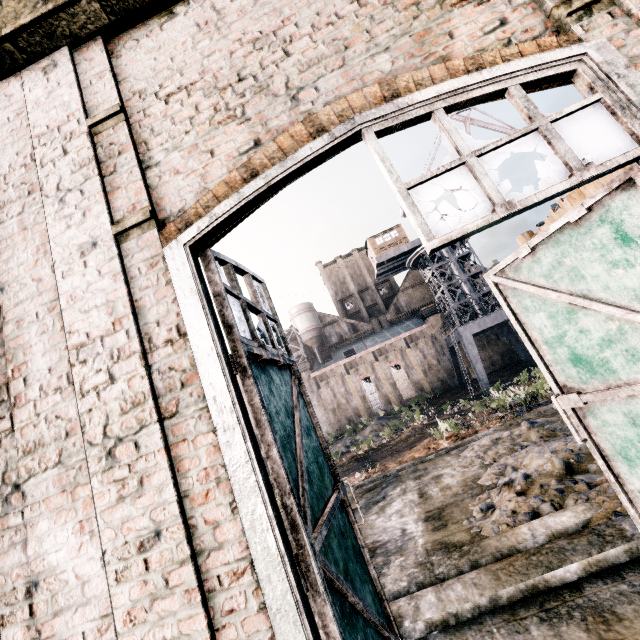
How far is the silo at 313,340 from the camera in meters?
56.6

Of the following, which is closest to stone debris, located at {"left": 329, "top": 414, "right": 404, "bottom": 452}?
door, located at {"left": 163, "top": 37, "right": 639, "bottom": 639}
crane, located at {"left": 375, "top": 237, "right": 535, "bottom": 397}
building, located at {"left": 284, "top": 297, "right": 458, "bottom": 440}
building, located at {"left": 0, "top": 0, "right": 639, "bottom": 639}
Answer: building, located at {"left": 284, "top": 297, "right": 458, "bottom": 440}

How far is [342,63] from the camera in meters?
3.4

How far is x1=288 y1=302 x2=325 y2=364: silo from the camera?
56.6 meters

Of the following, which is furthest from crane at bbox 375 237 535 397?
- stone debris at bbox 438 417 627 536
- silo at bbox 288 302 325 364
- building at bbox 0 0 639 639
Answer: building at bbox 0 0 639 639

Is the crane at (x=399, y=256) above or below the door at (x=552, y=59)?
above

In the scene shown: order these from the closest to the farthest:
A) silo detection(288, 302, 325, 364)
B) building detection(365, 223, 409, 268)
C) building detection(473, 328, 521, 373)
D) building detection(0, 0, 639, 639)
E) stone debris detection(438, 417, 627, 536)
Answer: building detection(0, 0, 639, 639) < stone debris detection(438, 417, 627, 536) < building detection(365, 223, 409, 268) < building detection(473, 328, 521, 373) < silo detection(288, 302, 325, 364)

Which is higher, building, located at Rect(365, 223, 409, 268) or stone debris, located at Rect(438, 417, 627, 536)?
building, located at Rect(365, 223, 409, 268)
